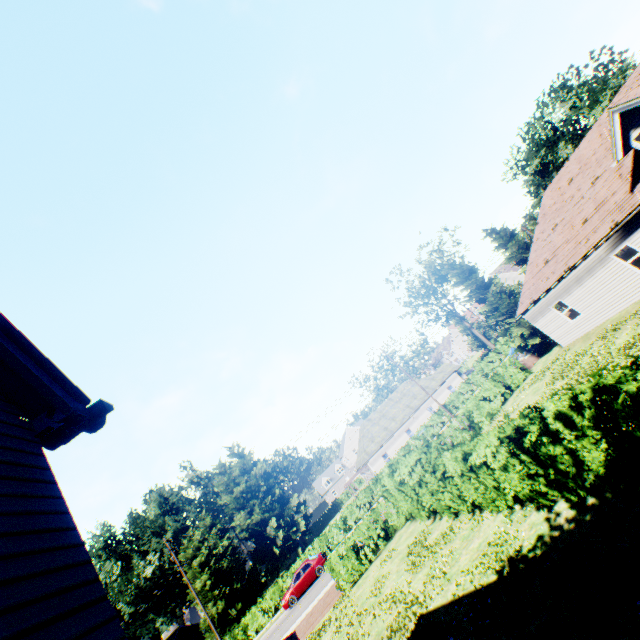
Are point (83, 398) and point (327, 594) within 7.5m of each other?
no

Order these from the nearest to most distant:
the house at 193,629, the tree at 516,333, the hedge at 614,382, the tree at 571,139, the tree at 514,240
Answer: the hedge at 614,382 → the tree at 571,139 → the tree at 516,333 → the tree at 514,240 → the house at 193,629

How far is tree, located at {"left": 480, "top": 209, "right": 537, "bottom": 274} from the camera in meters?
28.8 m

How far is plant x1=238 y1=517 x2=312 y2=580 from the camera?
56.59m

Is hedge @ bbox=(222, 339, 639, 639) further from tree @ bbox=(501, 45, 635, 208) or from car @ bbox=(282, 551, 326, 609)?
car @ bbox=(282, 551, 326, 609)

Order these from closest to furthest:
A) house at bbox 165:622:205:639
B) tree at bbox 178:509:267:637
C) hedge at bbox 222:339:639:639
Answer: hedge at bbox 222:339:639:639, tree at bbox 178:509:267:637, house at bbox 165:622:205:639

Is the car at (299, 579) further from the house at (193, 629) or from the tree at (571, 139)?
the house at (193, 629)
